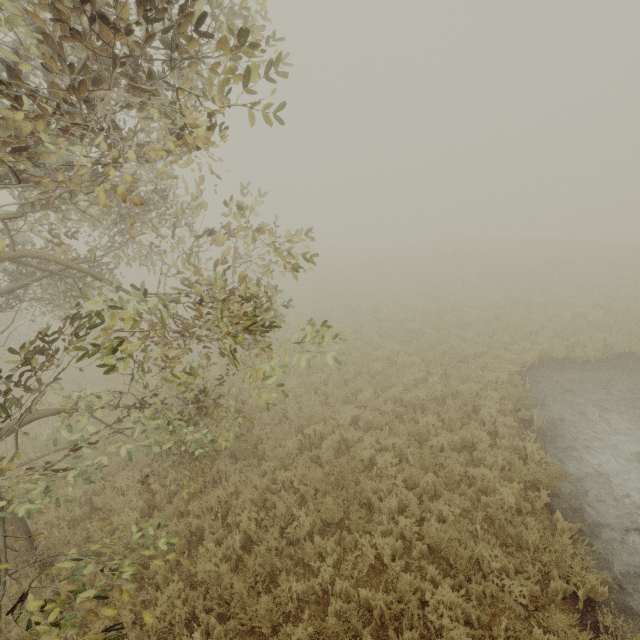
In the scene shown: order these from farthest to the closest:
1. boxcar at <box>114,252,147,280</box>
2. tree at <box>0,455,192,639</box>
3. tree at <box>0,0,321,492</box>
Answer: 1. boxcar at <box>114,252,147,280</box>
2. tree at <box>0,455,192,639</box>
3. tree at <box>0,0,321,492</box>

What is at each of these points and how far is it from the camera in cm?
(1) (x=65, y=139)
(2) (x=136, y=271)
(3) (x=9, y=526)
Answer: (1) tree, 378
(2) boxcar, 3731
(3) tree, 581

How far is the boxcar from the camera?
37.0 meters

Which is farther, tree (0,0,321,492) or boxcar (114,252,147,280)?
boxcar (114,252,147,280)

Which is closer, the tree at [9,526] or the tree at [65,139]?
the tree at [65,139]

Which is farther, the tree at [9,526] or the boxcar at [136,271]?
the boxcar at [136,271]

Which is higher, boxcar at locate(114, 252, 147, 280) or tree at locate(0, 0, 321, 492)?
tree at locate(0, 0, 321, 492)
